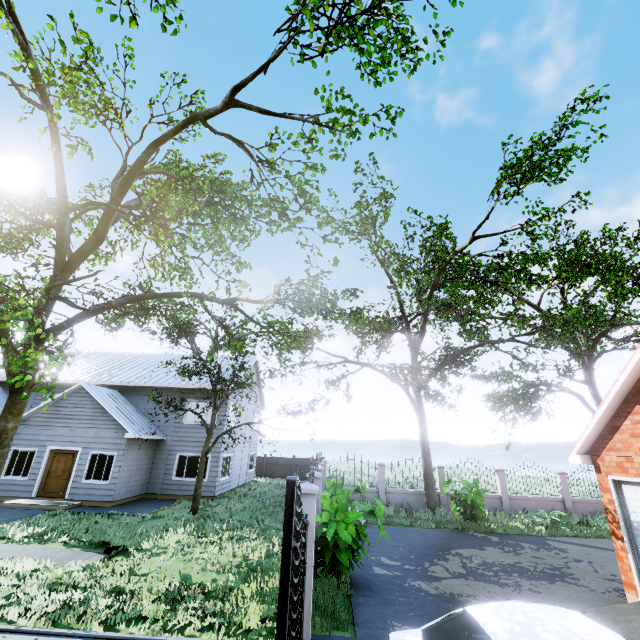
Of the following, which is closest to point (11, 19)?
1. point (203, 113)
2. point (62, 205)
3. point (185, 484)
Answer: point (203, 113)

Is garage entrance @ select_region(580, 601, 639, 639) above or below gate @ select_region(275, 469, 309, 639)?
below

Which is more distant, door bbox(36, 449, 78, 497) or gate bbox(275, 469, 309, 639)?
door bbox(36, 449, 78, 497)

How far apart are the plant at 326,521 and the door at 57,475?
13.53m

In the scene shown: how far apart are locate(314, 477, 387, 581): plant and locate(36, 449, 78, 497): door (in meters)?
13.53

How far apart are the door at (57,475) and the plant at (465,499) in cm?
1799

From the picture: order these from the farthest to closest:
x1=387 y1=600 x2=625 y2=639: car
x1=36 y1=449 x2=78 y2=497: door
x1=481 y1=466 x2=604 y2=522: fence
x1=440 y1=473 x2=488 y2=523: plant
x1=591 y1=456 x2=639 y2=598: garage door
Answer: x1=481 y1=466 x2=604 y2=522: fence < x1=36 y1=449 x2=78 y2=497: door < x1=440 y1=473 x2=488 y2=523: plant < x1=591 y1=456 x2=639 y2=598: garage door < x1=387 y1=600 x2=625 y2=639: car

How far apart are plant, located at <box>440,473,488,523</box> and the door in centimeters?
1799cm
